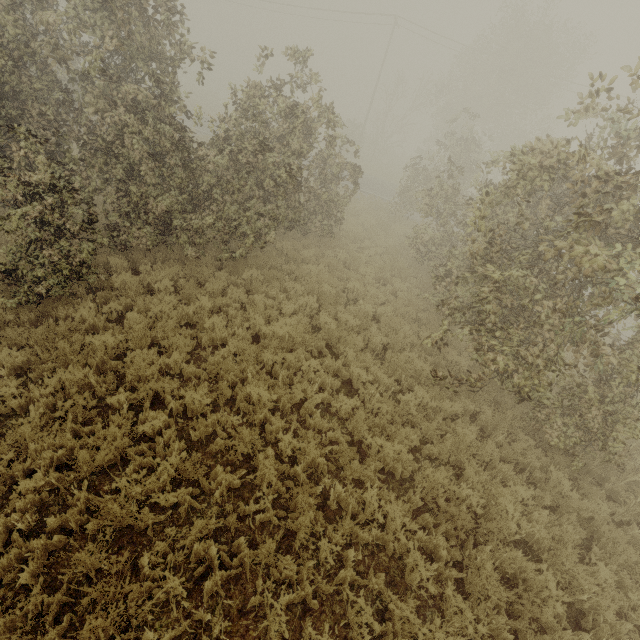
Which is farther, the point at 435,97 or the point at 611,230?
the point at 435,97
